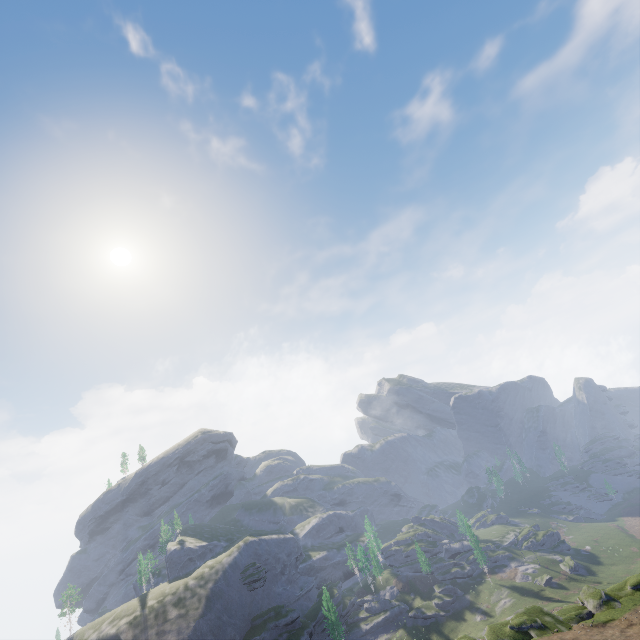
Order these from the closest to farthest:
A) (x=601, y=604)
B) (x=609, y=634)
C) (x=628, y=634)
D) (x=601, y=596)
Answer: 1. (x=628, y=634)
2. (x=609, y=634)
3. (x=601, y=604)
4. (x=601, y=596)
